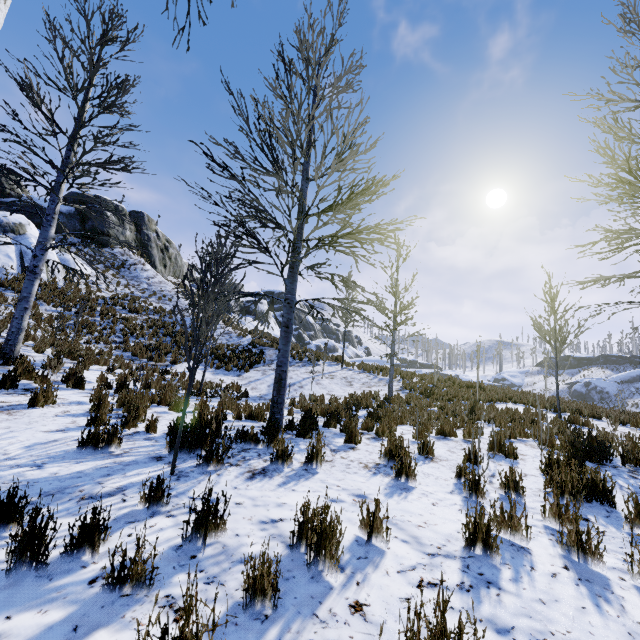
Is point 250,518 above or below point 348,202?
below

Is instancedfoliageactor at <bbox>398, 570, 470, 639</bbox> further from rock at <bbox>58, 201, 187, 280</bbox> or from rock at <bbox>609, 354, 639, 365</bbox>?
rock at <bbox>609, 354, 639, 365</bbox>

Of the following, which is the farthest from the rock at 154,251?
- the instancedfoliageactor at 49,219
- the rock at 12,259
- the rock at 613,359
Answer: the rock at 613,359

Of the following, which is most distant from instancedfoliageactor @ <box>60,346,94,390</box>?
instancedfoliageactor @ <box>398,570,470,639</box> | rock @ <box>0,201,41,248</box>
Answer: rock @ <box>0,201,41,248</box>

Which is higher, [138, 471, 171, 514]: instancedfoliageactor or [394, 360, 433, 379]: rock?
[394, 360, 433, 379]: rock

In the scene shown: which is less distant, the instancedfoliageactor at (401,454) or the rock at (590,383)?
the instancedfoliageactor at (401,454)

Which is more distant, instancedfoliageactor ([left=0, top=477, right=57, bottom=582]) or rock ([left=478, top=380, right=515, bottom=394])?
rock ([left=478, top=380, right=515, bottom=394])
